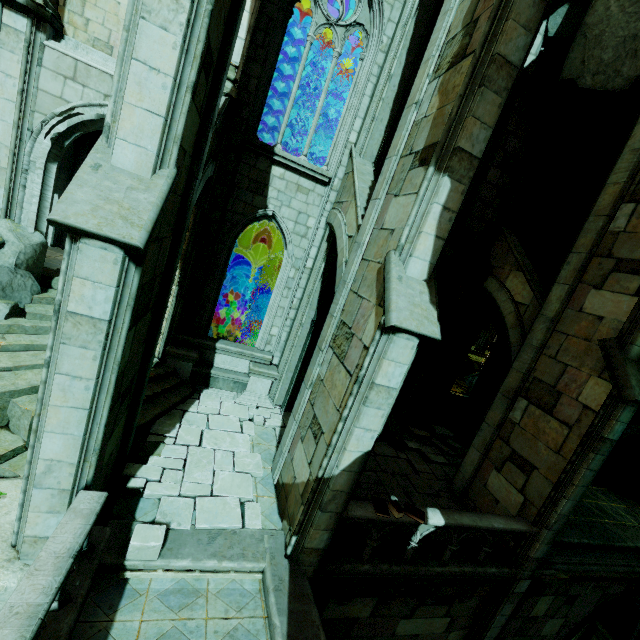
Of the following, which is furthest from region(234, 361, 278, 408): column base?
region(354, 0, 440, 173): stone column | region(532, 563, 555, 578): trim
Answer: region(532, 563, 555, 578): trim

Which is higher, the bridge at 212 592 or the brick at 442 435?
the brick at 442 435

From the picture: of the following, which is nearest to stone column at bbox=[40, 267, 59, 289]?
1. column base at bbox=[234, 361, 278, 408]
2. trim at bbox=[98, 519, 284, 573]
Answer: column base at bbox=[234, 361, 278, 408]

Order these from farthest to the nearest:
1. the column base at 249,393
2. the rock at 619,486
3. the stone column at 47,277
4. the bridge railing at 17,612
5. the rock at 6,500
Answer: the rock at 619,486 < the column base at 249,393 < the stone column at 47,277 < the rock at 6,500 < the bridge railing at 17,612

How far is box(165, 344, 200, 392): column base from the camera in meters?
9.7 m

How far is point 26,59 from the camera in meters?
7.1

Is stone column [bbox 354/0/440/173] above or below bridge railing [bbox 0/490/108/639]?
above

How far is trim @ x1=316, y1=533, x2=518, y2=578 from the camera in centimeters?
638cm
